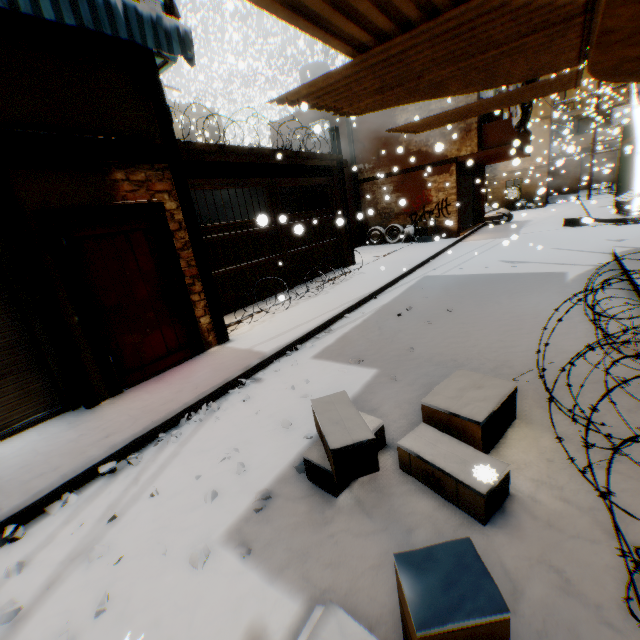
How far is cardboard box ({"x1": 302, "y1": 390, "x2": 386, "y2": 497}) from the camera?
2.32m

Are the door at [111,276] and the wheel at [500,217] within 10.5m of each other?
yes

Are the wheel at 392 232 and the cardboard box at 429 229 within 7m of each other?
yes

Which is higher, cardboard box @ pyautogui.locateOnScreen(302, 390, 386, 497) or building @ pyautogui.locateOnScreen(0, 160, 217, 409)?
building @ pyautogui.locateOnScreen(0, 160, 217, 409)

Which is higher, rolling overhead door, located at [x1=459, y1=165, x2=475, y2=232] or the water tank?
the water tank

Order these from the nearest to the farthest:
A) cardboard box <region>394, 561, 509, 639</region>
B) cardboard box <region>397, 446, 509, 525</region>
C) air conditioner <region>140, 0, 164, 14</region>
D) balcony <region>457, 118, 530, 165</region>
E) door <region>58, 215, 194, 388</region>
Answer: cardboard box <region>394, 561, 509, 639</region>, cardboard box <region>397, 446, 509, 525</region>, door <region>58, 215, 194, 388</region>, air conditioner <region>140, 0, 164, 14</region>, balcony <region>457, 118, 530, 165</region>

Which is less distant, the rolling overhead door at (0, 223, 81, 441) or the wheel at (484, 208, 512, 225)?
the rolling overhead door at (0, 223, 81, 441)

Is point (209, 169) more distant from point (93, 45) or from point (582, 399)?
point (582, 399)
